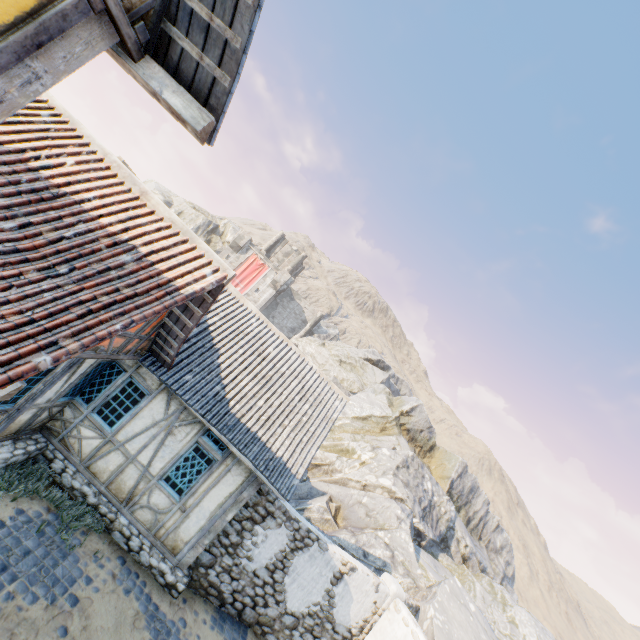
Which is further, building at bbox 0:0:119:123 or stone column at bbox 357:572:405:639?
stone column at bbox 357:572:405:639

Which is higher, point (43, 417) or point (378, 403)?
point (378, 403)

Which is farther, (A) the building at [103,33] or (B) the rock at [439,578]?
(B) the rock at [439,578]

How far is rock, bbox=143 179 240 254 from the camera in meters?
44.5 m

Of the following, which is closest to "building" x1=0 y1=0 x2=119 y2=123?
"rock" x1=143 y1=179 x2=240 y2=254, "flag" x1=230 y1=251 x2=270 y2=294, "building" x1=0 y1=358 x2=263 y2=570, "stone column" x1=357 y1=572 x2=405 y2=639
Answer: "building" x1=0 y1=358 x2=263 y2=570

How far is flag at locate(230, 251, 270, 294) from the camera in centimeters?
4238cm

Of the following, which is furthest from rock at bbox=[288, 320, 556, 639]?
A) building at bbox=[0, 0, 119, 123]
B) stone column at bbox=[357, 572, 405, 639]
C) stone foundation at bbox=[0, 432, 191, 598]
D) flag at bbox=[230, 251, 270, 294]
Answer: building at bbox=[0, 0, 119, 123]

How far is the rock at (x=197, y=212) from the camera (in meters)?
44.50
